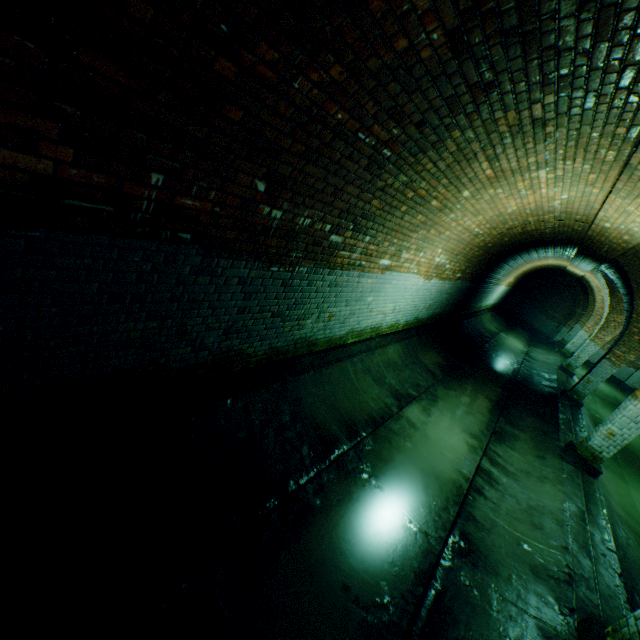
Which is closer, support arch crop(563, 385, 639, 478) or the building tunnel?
the building tunnel

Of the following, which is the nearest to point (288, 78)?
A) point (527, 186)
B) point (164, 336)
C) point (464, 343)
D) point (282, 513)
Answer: point (164, 336)

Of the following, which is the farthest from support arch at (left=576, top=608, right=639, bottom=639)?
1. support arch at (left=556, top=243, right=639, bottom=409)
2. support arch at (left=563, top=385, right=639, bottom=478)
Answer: support arch at (left=556, top=243, right=639, bottom=409)

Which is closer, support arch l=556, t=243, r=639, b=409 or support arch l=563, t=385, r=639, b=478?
support arch l=563, t=385, r=639, b=478

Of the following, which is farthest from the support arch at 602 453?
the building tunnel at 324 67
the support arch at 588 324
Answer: the support arch at 588 324

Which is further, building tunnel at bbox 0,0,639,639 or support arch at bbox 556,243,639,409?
support arch at bbox 556,243,639,409

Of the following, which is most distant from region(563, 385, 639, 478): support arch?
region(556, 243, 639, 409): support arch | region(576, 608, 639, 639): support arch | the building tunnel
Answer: region(556, 243, 639, 409): support arch

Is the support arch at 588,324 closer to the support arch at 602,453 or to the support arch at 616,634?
the support arch at 602,453
